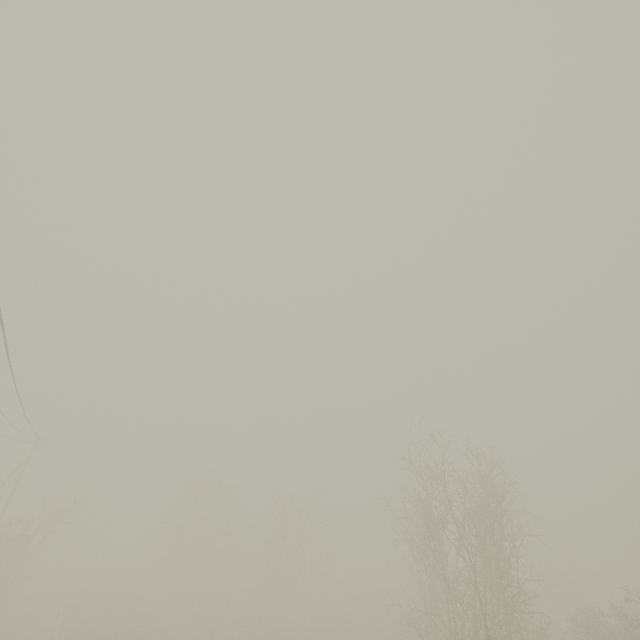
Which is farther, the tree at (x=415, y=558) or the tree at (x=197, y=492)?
the tree at (x=197, y=492)

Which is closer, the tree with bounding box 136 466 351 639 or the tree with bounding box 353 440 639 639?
the tree with bounding box 353 440 639 639

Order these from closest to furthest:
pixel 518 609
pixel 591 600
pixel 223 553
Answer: pixel 518 609 → pixel 591 600 → pixel 223 553
